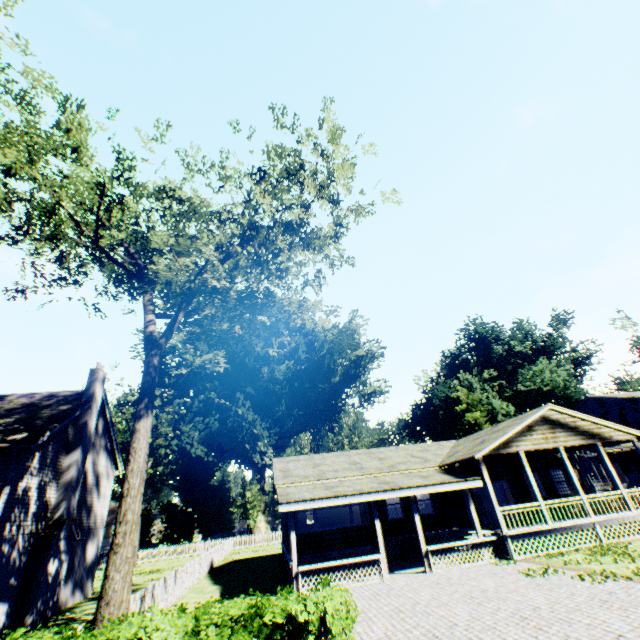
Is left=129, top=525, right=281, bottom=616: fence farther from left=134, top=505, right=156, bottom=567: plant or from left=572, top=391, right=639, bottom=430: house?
left=572, top=391, right=639, bottom=430: house

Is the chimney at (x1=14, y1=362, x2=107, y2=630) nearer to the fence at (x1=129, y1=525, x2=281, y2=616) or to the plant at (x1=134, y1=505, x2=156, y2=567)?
the fence at (x1=129, y1=525, x2=281, y2=616)

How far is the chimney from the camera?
14.3m

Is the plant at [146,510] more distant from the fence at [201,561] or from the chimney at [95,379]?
the chimney at [95,379]

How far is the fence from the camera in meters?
11.7 m

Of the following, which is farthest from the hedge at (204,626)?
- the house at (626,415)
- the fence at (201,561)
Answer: the house at (626,415)

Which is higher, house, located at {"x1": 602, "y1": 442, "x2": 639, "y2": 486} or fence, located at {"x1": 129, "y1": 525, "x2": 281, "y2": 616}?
house, located at {"x1": 602, "y1": 442, "x2": 639, "y2": 486}

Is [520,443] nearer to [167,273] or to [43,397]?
[167,273]
